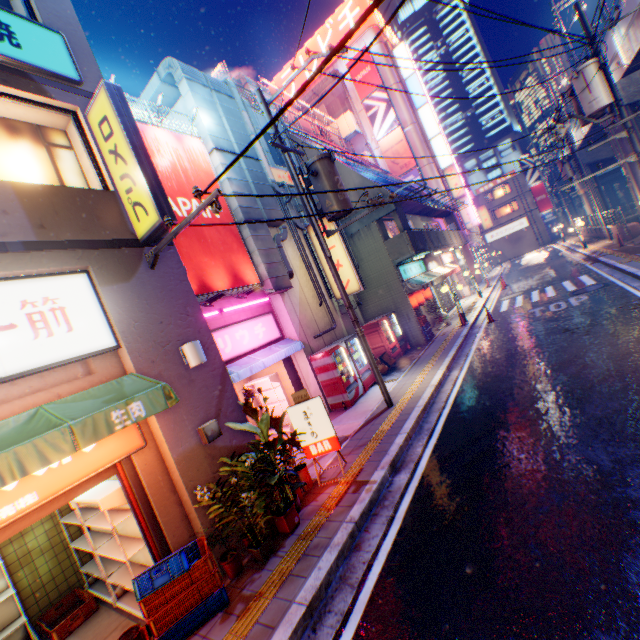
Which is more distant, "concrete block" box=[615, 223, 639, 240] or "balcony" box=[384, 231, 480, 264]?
"concrete block" box=[615, 223, 639, 240]

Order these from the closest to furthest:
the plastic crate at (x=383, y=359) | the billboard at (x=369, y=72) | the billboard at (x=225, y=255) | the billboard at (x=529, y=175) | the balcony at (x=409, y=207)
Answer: the billboard at (x=225, y=255)
the plastic crate at (x=383, y=359)
the balcony at (x=409, y=207)
the billboard at (x=369, y=72)
the billboard at (x=529, y=175)

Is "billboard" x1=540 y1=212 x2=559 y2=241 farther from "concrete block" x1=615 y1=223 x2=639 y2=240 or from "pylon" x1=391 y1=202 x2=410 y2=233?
"pylon" x1=391 y1=202 x2=410 y2=233

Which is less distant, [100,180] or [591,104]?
[100,180]

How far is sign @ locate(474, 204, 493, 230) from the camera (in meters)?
44.38

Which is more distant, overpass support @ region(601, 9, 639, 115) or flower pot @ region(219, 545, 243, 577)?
overpass support @ region(601, 9, 639, 115)

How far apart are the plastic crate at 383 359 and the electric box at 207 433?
8.5 meters

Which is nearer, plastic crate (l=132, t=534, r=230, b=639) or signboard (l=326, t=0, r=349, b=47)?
plastic crate (l=132, t=534, r=230, b=639)
